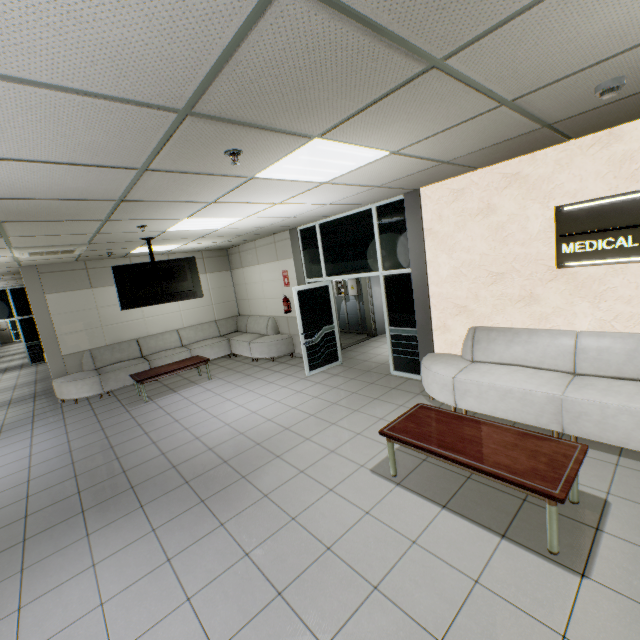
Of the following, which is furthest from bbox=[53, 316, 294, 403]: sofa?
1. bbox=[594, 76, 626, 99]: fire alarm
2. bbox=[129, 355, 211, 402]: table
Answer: bbox=[594, 76, 626, 99]: fire alarm

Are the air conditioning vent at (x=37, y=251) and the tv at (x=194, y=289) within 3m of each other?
yes

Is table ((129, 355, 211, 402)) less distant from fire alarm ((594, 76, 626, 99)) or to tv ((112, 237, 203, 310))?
tv ((112, 237, 203, 310))

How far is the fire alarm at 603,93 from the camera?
2.19m

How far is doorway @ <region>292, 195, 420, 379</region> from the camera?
5.7m

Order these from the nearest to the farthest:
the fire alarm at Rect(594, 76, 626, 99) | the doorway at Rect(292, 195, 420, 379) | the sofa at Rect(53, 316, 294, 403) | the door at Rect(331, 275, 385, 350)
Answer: the fire alarm at Rect(594, 76, 626, 99) < the doorway at Rect(292, 195, 420, 379) < the sofa at Rect(53, 316, 294, 403) < the door at Rect(331, 275, 385, 350)

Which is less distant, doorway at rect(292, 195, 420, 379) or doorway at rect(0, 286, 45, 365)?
doorway at rect(292, 195, 420, 379)

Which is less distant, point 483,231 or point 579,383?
point 579,383
